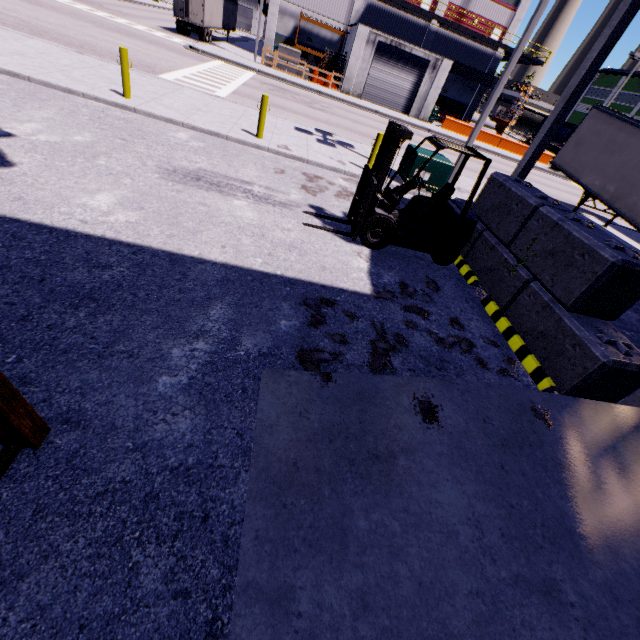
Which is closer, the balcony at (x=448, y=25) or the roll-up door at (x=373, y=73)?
the roll-up door at (x=373, y=73)

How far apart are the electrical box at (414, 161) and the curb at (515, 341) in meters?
6.1 m

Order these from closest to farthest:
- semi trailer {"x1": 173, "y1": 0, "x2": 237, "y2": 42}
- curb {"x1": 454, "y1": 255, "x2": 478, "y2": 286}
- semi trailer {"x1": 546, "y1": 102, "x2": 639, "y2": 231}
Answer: curb {"x1": 454, "y1": 255, "x2": 478, "y2": 286} < semi trailer {"x1": 546, "y1": 102, "x2": 639, "y2": 231} < semi trailer {"x1": 173, "y1": 0, "x2": 237, "y2": 42}

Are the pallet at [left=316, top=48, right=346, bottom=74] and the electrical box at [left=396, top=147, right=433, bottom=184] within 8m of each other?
no

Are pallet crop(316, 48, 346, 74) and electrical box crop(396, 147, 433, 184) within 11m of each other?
no

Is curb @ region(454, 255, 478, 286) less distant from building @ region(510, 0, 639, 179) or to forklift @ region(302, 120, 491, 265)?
forklift @ region(302, 120, 491, 265)

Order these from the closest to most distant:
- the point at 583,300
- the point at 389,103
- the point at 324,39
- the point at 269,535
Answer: the point at 269,535
the point at 583,300
the point at 389,103
the point at 324,39

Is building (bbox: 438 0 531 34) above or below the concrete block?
above
